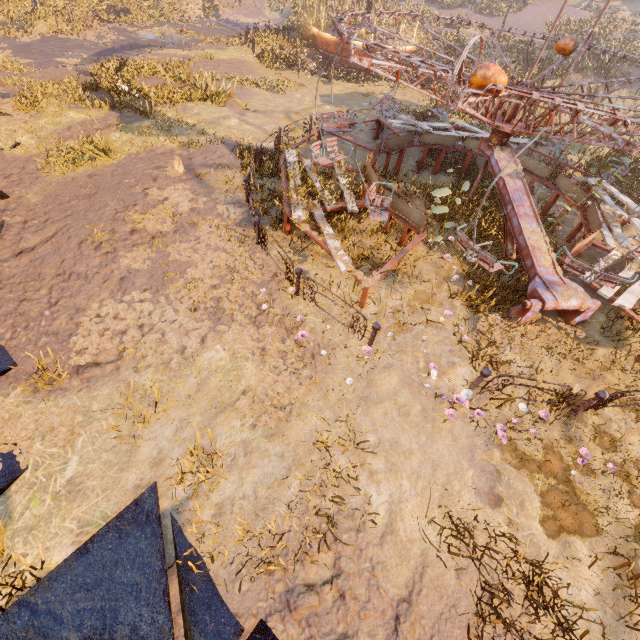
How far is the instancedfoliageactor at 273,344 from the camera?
5.6 meters

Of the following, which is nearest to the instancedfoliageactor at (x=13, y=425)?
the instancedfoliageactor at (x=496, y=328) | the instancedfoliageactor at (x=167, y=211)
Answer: the instancedfoliageactor at (x=167, y=211)

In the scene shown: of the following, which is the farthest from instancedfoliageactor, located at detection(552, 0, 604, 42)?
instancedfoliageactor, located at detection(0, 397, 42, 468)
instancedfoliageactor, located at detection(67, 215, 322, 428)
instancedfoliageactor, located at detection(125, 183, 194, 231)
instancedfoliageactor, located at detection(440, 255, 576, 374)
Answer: instancedfoliageactor, located at detection(0, 397, 42, 468)

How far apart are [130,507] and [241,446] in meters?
1.6 m

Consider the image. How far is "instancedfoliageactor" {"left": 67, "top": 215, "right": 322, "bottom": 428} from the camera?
5.6 meters

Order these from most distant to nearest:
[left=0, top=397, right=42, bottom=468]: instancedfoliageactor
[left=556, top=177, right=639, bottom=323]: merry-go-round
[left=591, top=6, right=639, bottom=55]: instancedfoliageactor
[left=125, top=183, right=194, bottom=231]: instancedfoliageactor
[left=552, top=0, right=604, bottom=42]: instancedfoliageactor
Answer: [left=552, top=0, right=604, bottom=42]: instancedfoliageactor, [left=591, top=6, right=639, bottom=55]: instancedfoliageactor, [left=125, top=183, right=194, bottom=231]: instancedfoliageactor, [left=556, top=177, right=639, bottom=323]: merry-go-round, [left=0, top=397, right=42, bottom=468]: instancedfoliageactor

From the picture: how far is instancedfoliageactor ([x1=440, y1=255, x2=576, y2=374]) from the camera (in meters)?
6.54

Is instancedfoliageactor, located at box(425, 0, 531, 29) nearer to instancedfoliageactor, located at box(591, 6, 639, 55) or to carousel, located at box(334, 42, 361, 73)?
instancedfoliageactor, located at box(591, 6, 639, 55)
